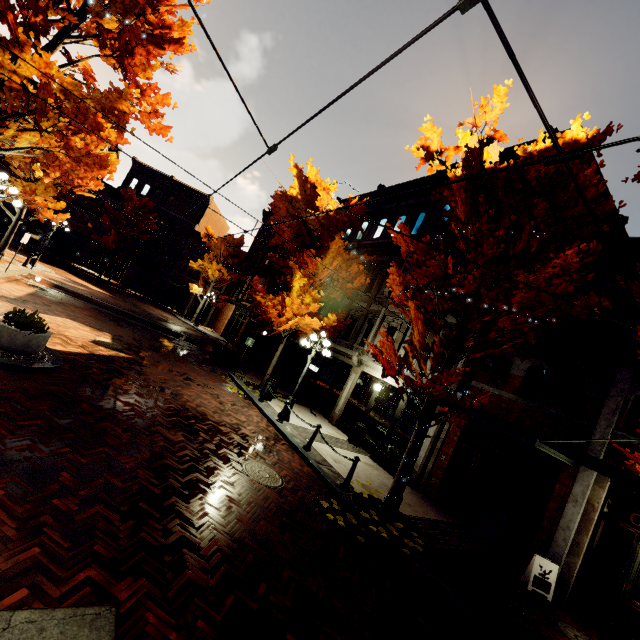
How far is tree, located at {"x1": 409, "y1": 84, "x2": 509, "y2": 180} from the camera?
6.98m

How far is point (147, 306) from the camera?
29.8m

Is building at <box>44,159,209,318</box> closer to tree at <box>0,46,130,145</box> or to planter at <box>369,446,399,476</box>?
planter at <box>369,446,399,476</box>

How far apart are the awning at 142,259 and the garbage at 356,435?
30.9m

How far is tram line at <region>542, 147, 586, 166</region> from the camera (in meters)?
2.29

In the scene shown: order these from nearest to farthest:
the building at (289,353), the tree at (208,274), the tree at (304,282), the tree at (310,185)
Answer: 1. the tree at (310,185)
2. the tree at (304,282)
3. the building at (289,353)
4. the tree at (208,274)

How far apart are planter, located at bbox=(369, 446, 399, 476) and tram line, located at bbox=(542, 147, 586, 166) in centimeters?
1095cm

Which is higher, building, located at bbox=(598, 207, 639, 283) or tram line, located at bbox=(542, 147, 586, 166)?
building, located at bbox=(598, 207, 639, 283)
